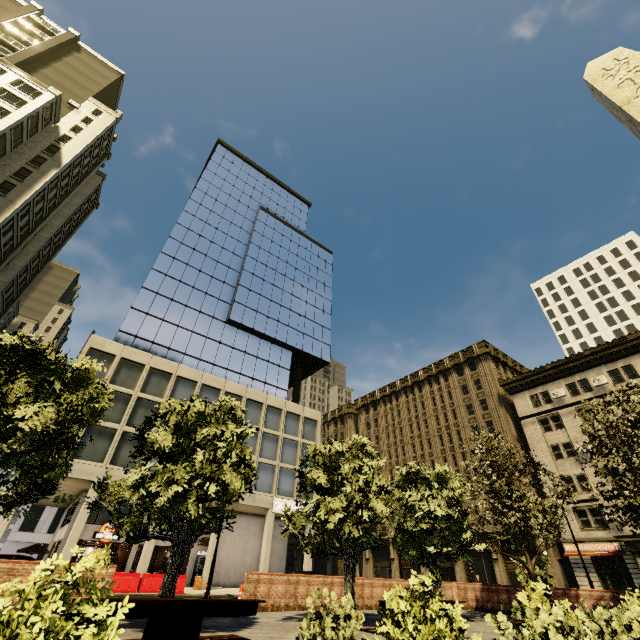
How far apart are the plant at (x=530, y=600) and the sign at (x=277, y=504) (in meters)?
27.18

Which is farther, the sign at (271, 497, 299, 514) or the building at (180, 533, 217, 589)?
the sign at (271, 497, 299, 514)

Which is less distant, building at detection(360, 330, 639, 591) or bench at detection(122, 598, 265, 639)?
bench at detection(122, 598, 265, 639)

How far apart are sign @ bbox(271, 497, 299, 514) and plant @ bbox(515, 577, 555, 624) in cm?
2718

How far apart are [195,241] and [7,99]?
24.0m

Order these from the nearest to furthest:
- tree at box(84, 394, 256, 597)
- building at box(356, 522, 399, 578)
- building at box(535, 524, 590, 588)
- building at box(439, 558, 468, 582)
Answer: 1. tree at box(84, 394, 256, 597)
2. building at box(535, 524, 590, 588)
3. building at box(439, 558, 468, 582)
4. building at box(356, 522, 399, 578)

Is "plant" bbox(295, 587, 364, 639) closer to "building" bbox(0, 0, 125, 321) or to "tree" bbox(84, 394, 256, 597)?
"tree" bbox(84, 394, 256, 597)

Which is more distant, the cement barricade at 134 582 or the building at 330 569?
the building at 330 569
